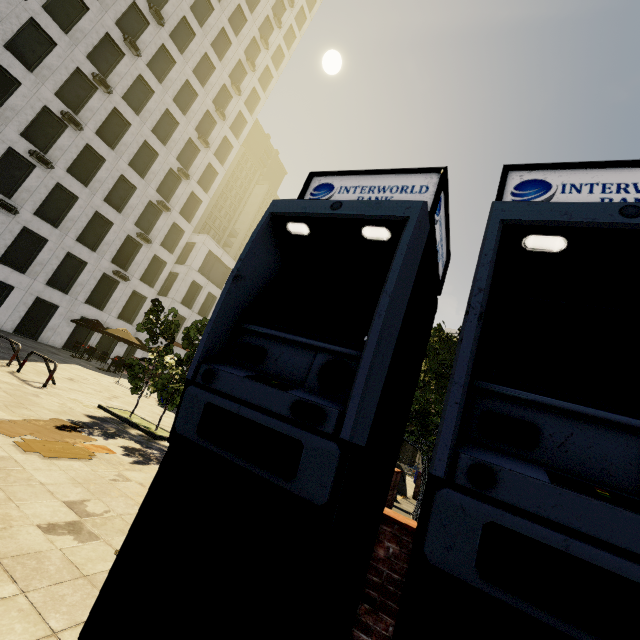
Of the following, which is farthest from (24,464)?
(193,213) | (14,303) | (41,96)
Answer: (193,213)

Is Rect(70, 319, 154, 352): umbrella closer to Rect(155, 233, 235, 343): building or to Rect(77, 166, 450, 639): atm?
Rect(155, 233, 235, 343): building

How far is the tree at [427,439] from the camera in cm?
880

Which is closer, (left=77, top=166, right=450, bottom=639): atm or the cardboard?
(left=77, top=166, right=450, bottom=639): atm

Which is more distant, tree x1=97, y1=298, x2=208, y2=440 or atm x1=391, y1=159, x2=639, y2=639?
tree x1=97, y1=298, x2=208, y2=440

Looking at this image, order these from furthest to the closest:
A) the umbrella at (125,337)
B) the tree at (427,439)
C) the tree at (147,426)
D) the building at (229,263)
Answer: the building at (229,263) < the umbrella at (125,337) < the tree at (427,439) < the tree at (147,426)

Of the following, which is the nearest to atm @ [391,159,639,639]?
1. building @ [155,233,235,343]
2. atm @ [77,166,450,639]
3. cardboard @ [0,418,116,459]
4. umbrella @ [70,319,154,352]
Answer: atm @ [77,166,450,639]

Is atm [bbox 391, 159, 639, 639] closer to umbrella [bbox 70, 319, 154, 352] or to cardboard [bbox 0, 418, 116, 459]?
cardboard [bbox 0, 418, 116, 459]
